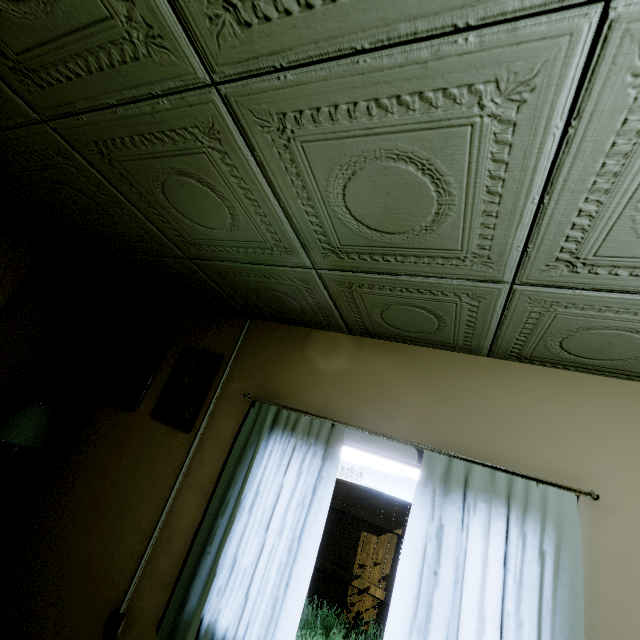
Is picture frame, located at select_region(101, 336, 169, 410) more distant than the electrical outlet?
Yes

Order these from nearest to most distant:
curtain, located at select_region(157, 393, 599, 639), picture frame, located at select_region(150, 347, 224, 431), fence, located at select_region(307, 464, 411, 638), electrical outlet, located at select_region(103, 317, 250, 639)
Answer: curtain, located at select_region(157, 393, 599, 639) → electrical outlet, located at select_region(103, 317, 250, 639) → picture frame, located at select_region(150, 347, 224, 431) → fence, located at select_region(307, 464, 411, 638)

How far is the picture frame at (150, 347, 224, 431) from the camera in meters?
2.7 m

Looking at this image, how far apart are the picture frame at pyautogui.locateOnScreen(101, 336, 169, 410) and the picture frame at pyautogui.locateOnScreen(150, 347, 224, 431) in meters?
0.2

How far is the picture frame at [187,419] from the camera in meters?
2.7 m

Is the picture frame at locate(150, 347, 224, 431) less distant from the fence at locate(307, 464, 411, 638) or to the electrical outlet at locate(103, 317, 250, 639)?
the electrical outlet at locate(103, 317, 250, 639)

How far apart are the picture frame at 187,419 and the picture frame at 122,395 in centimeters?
18cm

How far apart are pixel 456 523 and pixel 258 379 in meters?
1.7
